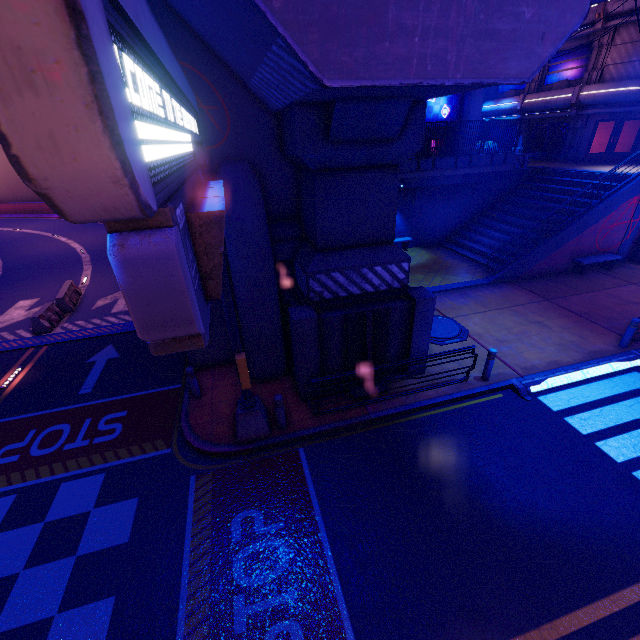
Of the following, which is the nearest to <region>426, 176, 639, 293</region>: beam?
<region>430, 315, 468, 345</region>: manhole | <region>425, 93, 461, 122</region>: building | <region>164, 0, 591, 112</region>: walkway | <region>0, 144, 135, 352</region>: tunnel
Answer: <region>430, 315, 468, 345</region>: manhole

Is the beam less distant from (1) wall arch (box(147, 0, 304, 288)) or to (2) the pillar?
(1) wall arch (box(147, 0, 304, 288))

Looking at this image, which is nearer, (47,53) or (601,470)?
(47,53)

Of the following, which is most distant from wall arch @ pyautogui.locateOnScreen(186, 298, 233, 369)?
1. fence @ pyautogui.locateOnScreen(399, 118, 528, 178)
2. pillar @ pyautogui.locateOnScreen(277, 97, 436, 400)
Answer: fence @ pyautogui.locateOnScreen(399, 118, 528, 178)

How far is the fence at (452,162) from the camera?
18.5m

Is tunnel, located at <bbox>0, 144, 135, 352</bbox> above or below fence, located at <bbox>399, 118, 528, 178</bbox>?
below

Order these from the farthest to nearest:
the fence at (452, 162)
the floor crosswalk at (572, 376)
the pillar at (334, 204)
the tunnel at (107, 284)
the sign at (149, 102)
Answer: the fence at (452, 162) → the tunnel at (107, 284) → the floor crosswalk at (572, 376) → the pillar at (334, 204) → the sign at (149, 102)

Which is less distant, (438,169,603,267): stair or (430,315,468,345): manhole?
(430,315,468,345): manhole
